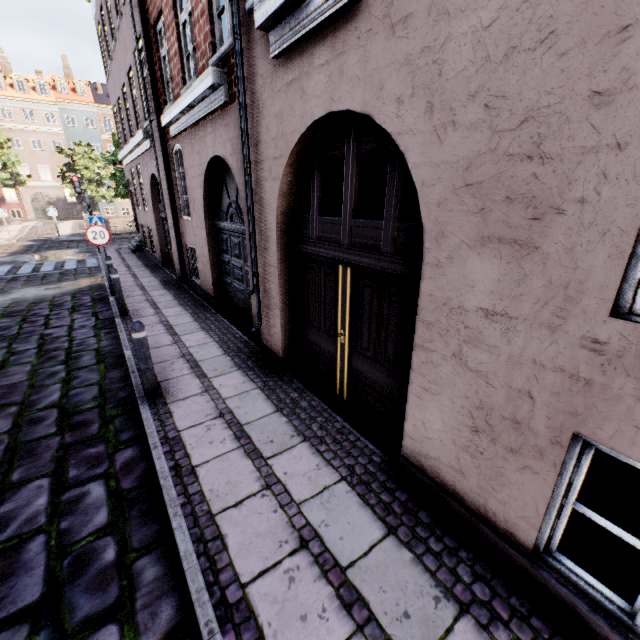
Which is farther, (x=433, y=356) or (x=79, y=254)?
(x=79, y=254)

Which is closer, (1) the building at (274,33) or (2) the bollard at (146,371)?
(1) the building at (274,33)

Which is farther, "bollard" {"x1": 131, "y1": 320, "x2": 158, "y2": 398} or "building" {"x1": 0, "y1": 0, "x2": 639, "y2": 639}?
"bollard" {"x1": 131, "y1": 320, "x2": 158, "y2": 398}

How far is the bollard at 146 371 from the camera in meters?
4.1 m

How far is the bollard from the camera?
4.1 meters
